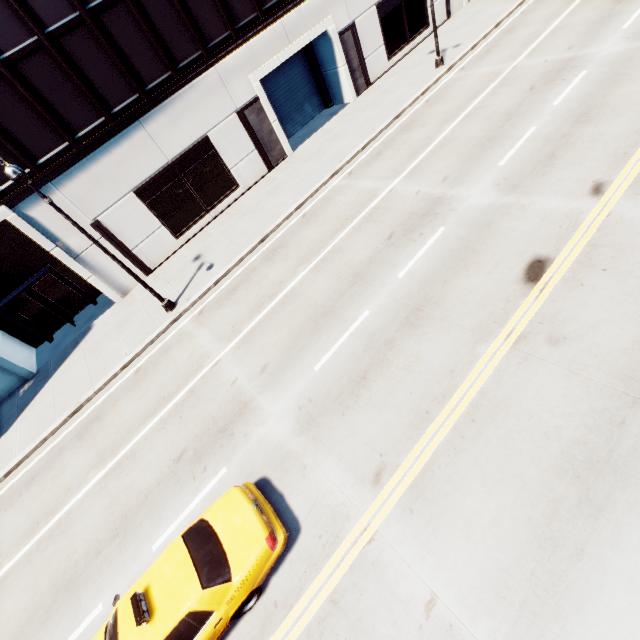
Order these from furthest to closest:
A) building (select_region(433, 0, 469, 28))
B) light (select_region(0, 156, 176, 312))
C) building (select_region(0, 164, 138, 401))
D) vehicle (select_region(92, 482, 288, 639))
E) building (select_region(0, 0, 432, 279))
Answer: building (select_region(433, 0, 469, 28)), building (select_region(0, 164, 138, 401)), building (select_region(0, 0, 432, 279)), light (select_region(0, 156, 176, 312)), vehicle (select_region(92, 482, 288, 639))

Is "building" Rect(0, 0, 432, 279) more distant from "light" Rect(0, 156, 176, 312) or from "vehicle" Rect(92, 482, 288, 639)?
"vehicle" Rect(92, 482, 288, 639)

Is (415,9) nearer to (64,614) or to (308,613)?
(308,613)

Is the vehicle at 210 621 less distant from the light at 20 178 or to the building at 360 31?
the light at 20 178

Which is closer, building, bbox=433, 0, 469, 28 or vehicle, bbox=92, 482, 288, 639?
vehicle, bbox=92, 482, 288, 639

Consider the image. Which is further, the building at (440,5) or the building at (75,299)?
the building at (440,5)

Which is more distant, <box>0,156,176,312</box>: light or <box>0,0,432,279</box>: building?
<box>0,0,432,279</box>: building
